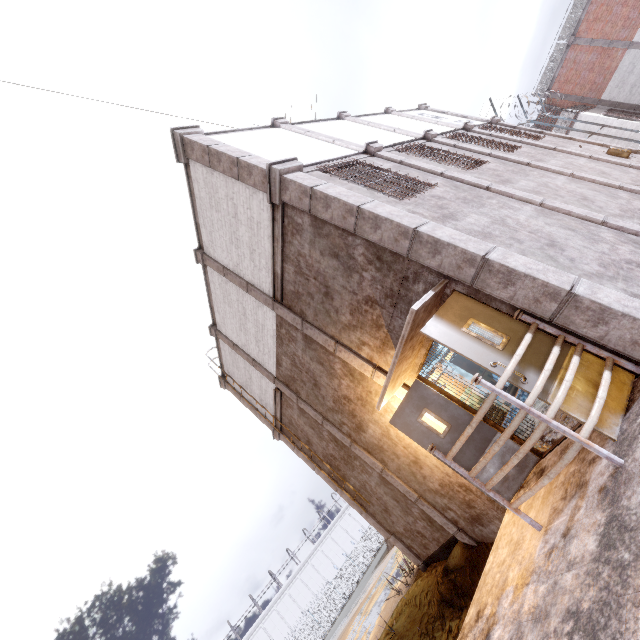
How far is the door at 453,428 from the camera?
5.5 meters

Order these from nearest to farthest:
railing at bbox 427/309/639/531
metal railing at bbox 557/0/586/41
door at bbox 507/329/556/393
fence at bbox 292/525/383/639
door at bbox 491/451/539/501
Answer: railing at bbox 427/309/639/531, door at bbox 507/329/556/393, door at bbox 491/451/539/501, metal railing at bbox 557/0/586/41, fence at bbox 292/525/383/639

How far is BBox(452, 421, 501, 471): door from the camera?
5.3m

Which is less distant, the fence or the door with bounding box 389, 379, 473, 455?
the door with bounding box 389, 379, 473, 455

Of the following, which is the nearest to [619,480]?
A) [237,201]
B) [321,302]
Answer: [321,302]

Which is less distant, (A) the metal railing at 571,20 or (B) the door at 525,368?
(B) the door at 525,368

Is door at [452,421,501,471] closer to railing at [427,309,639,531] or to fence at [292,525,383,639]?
railing at [427,309,639,531]

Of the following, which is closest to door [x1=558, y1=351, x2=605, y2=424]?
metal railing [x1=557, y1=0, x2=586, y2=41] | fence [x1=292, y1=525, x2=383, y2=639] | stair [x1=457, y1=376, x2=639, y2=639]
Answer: stair [x1=457, y1=376, x2=639, y2=639]
